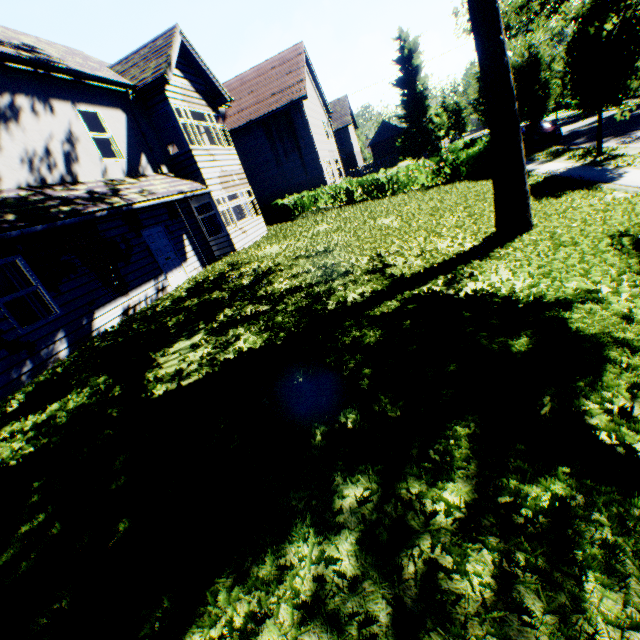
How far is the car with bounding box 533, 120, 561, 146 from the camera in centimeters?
2117cm

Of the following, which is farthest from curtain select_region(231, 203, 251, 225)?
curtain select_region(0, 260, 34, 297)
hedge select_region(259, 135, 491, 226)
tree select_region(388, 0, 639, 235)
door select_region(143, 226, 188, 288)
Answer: tree select_region(388, 0, 639, 235)

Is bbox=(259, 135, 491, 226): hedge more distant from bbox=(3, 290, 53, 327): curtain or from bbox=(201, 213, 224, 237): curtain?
bbox=(3, 290, 53, 327): curtain

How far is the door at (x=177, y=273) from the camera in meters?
11.4

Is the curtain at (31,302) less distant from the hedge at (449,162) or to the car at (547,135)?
the hedge at (449,162)

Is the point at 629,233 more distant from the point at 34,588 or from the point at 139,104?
the point at 139,104

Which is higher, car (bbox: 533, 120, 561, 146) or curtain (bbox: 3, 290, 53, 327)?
curtain (bbox: 3, 290, 53, 327)

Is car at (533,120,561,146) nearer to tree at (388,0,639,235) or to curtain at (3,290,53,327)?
Result: tree at (388,0,639,235)
